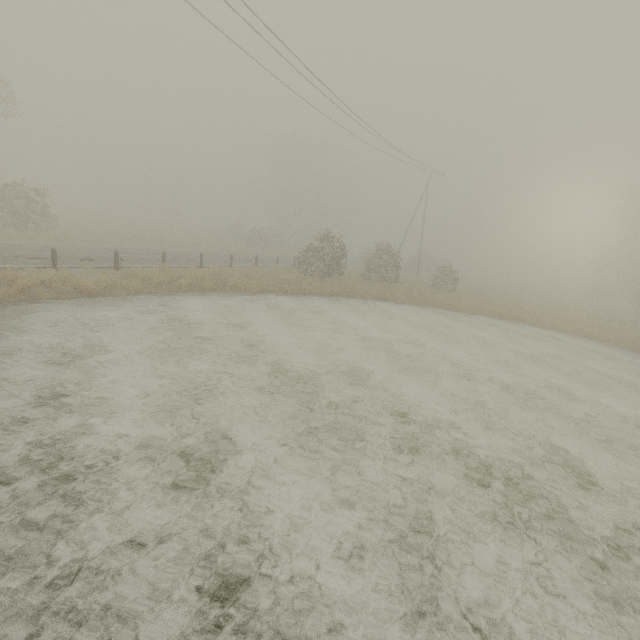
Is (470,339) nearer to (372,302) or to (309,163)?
(372,302)
